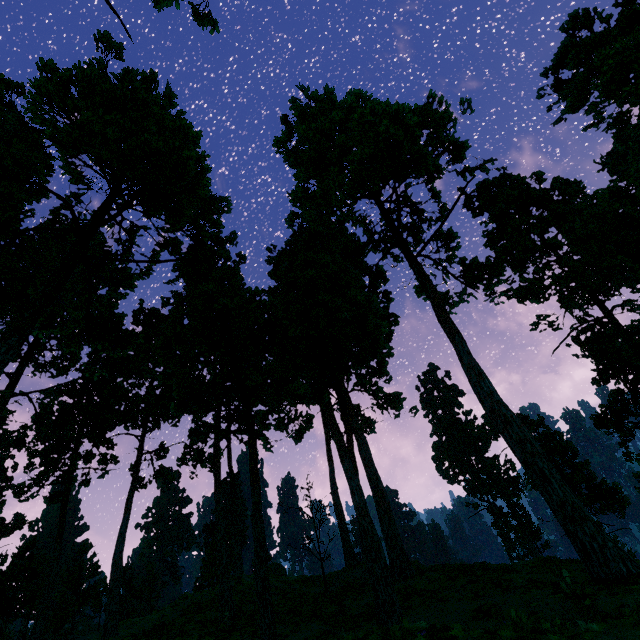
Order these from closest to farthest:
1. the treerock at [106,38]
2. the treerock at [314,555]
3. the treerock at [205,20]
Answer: the treerock at [106,38]
the treerock at [205,20]
the treerock at [314,555]

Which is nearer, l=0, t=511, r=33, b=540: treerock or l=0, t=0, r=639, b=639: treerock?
l=0, t=0, r=639, b=639: treerock

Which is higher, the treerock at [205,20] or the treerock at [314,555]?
the treerock at [205,20]

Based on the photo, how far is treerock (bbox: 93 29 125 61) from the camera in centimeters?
1338cm

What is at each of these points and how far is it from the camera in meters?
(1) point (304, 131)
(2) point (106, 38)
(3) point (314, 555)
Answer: (1) treerock, 23.1 m
(2) treerock, 13.8 m
(3) treerock, 22.4 m

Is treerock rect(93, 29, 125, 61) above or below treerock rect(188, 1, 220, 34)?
below

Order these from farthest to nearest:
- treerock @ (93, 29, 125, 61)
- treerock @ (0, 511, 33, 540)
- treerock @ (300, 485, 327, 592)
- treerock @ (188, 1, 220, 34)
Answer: treerock @ (0, 511, 33, 540) < treerock @ (300, 485, 327, 592) < treerock @ (188, 1, 220, 34) < treerock @ (93, 29, 125, 61)
